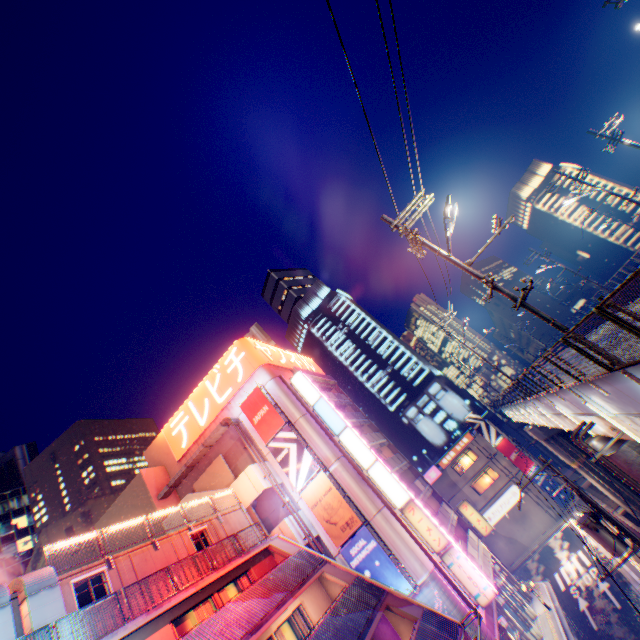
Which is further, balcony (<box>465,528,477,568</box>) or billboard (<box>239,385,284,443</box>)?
billboard (<box>239,385,284,443</box>)

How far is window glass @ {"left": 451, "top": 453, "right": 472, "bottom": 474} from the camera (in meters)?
42.97

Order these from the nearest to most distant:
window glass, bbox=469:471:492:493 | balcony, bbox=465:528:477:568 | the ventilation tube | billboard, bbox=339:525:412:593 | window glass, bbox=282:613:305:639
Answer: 1. the ventilation tube
2. window glass, bbox=282:613:305:639
3. billboard, bbox=339:525:412:593
4. balcony, bbox=465:528:477:568
5. window glass, bbox=469:471:492:493

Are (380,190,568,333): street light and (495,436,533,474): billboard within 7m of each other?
no

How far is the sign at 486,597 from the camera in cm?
2025

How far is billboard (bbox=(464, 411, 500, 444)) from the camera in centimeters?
4291cm

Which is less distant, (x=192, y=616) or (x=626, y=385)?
(x=626, y=385)

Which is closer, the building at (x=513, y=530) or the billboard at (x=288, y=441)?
the billboard at (x=288, y=441)
